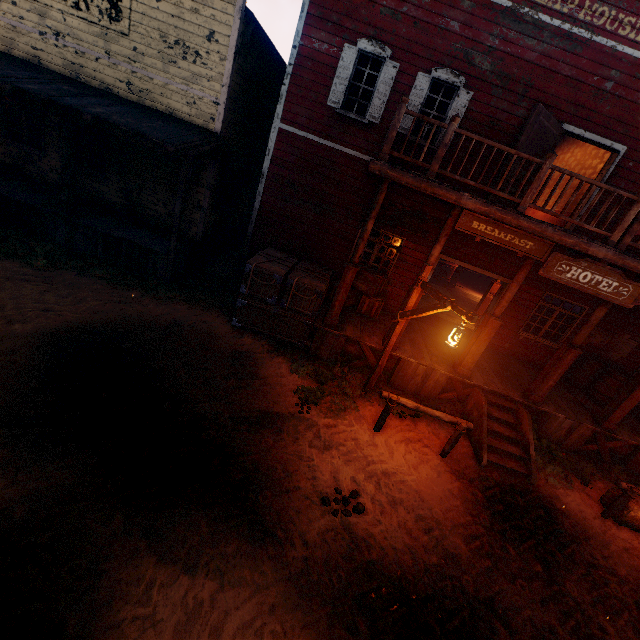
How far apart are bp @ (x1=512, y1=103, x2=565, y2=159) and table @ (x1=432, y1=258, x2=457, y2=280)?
9.6m

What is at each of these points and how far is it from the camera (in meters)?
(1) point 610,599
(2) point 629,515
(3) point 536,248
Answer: (1) z, 5.08
(2) hay bale, 6.55
(3) sign, 6.43

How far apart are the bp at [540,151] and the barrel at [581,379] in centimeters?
506cm

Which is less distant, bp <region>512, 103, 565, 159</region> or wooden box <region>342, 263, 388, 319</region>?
bp <region>512, 103, 565, 159</region>

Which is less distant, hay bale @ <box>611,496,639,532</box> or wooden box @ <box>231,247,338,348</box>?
hay bale @ <box>611,496,639,532</box>

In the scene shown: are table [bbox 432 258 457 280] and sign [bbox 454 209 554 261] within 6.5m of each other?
no

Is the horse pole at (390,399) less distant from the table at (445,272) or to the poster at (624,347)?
the poster at (624,347)

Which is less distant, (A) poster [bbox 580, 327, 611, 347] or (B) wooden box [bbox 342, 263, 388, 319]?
(B) wooden box [bbox 342, 263, 388, 319]
